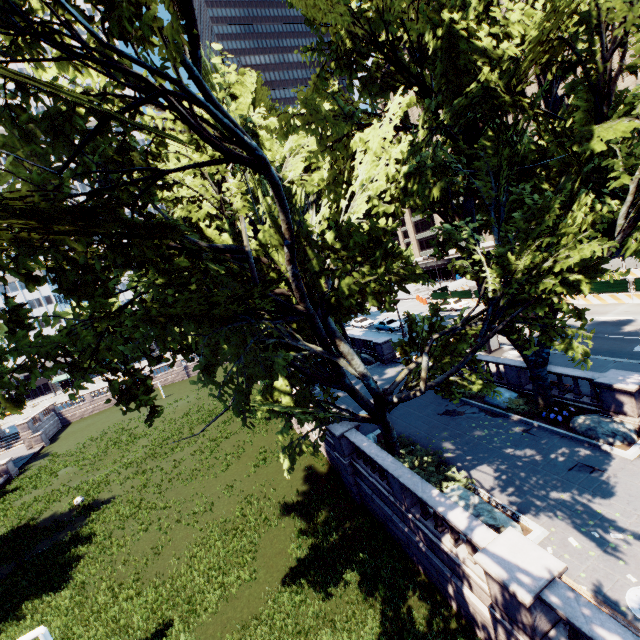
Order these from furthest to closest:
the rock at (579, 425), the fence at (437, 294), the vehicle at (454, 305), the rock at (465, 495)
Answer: the fence at (437, 294) < the vehicle at (454, 305) < the rock at (579, 425) < the rock at (465, 495)

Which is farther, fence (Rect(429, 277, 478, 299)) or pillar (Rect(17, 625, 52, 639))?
fence (Rect(429, 277, 478, 299))

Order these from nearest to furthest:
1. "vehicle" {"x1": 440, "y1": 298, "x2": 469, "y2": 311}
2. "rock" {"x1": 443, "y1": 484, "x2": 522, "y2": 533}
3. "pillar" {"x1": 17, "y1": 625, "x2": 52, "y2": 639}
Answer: "rock" {"x1": 443, "y1": 484, "x2": 522, "y2": 533} < "pillar" {"x1": 17, "y1": 625, "x2": 52, "y2": 639} < "vehicle" {"x1": 440, "y1": 298, "x2": 469, "y2": 311}

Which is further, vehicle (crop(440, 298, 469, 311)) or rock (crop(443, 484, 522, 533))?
vehicle (crop(440, 298, 469, 311))

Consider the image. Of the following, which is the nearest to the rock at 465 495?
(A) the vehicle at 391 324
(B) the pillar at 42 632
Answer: (B) the pillar at 42 632

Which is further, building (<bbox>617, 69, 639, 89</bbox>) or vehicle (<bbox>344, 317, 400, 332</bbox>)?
vehicle (<bbox>344, 317, 400, 332</bbox>)

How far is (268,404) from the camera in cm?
1513

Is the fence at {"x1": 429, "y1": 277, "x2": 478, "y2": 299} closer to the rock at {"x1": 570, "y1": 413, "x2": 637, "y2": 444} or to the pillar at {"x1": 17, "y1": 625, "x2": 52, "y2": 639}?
the rock at {"x1": 570, "y1": 413, "x2": 637, "y2": 444}
